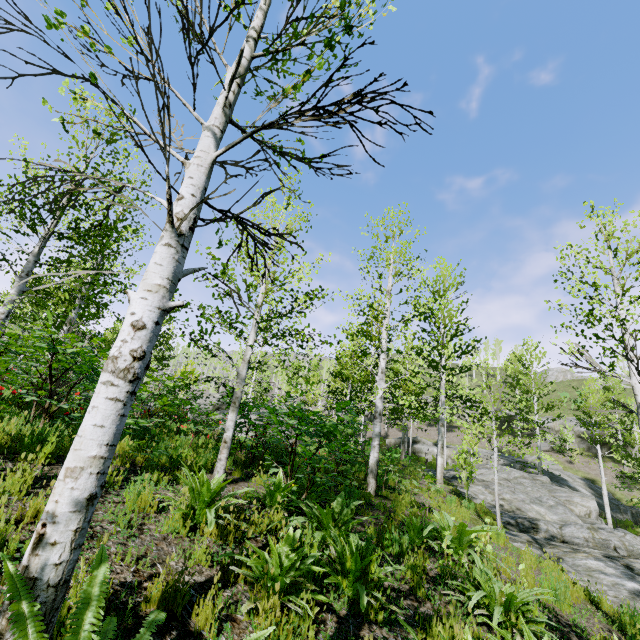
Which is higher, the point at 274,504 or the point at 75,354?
the point at 75,354

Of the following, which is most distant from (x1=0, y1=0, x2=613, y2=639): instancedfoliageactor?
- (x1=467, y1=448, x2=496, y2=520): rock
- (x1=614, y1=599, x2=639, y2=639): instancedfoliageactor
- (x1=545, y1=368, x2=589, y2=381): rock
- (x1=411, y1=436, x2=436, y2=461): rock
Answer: (x1=545, y1=368, x2=589, y2=381): rock

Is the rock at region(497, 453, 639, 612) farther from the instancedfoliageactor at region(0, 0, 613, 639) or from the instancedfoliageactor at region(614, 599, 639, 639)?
the instancedfoliageactor at region(0, 0, 613, 639)

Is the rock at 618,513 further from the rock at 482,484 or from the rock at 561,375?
the rock at 561,375

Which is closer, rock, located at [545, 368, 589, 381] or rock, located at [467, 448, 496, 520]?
rock, located at [467, 448, 496, 520]

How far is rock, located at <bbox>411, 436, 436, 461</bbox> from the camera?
33.4m

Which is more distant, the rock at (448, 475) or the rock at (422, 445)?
the rock at (422, 445)

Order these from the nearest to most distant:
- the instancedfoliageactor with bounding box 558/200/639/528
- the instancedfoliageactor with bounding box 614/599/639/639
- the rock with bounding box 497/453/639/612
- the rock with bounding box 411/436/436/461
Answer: the instancedfoliageactor with bounding box 614/599/639/639
the instancedfoliageactor with bounding box 558/200/639/528
the rock with bounding box 497/453/639/612
the rock with bounding box 411/436/436/461
